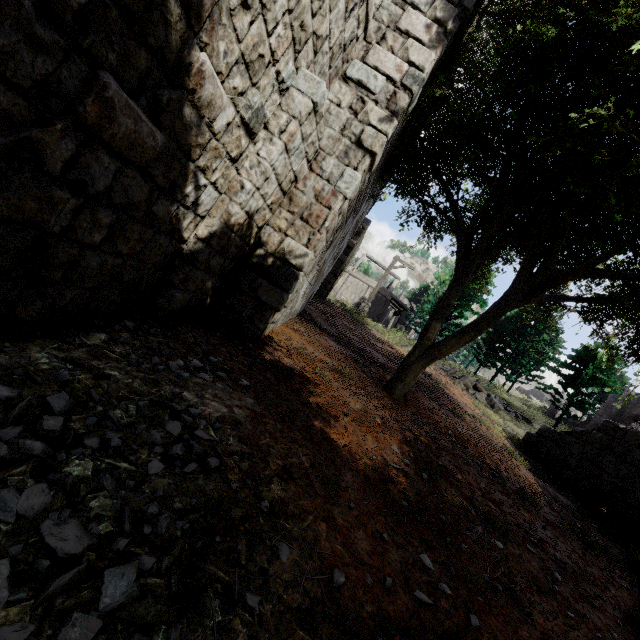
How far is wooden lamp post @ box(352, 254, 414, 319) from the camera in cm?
1778

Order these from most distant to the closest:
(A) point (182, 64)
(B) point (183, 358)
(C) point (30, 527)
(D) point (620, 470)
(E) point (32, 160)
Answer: (D) point (620, 470)
(B) point (183, 358)
(A) point (182, 64)
(E) point (32, 160)
(C) point (30, 527)

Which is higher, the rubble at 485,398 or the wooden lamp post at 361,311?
the wooden lamp post at 361,311

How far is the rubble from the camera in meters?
15.7

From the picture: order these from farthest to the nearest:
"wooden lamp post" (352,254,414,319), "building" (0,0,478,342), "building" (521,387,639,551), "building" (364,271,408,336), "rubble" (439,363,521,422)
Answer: "building" (364,271,408,336)
"wooden lamp post" (352,254,414,319)
"rubble" (439,363,521,422)
"building" (521,387,639,551)
"building" (0,0,478,342)

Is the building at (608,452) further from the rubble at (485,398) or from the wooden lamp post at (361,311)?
the rubble at (485,398)

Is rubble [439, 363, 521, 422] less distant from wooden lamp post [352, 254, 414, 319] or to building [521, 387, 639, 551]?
wooden lamp post [352, 254, 414, 319]
